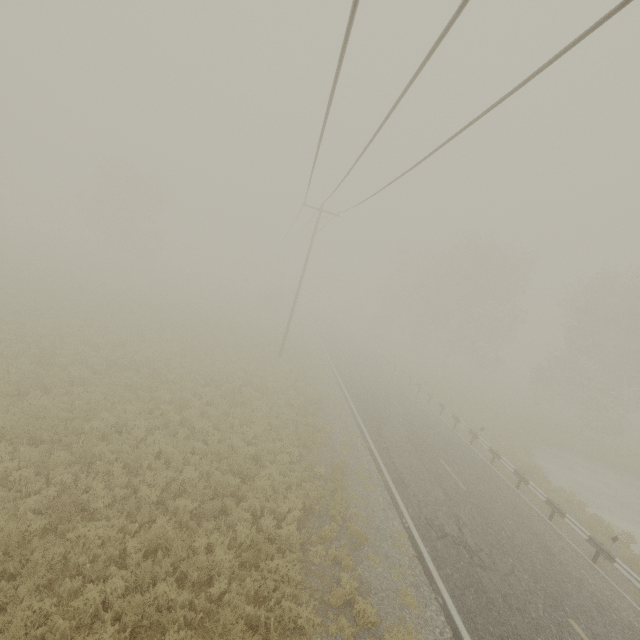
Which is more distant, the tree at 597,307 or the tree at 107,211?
the tree at 107,211

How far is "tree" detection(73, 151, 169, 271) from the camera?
43.1 meters

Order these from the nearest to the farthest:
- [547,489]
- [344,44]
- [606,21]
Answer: [606,21], [344,44], [547,489]

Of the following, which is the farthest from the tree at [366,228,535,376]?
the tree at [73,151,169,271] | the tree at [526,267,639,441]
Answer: the tree at [73,151,169,271]

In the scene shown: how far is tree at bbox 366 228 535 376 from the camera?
38.2 meters

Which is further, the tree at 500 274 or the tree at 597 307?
the tree at 500 274

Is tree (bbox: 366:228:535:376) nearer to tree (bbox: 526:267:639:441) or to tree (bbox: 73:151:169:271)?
tree (bbox: 526:267:639:441)
